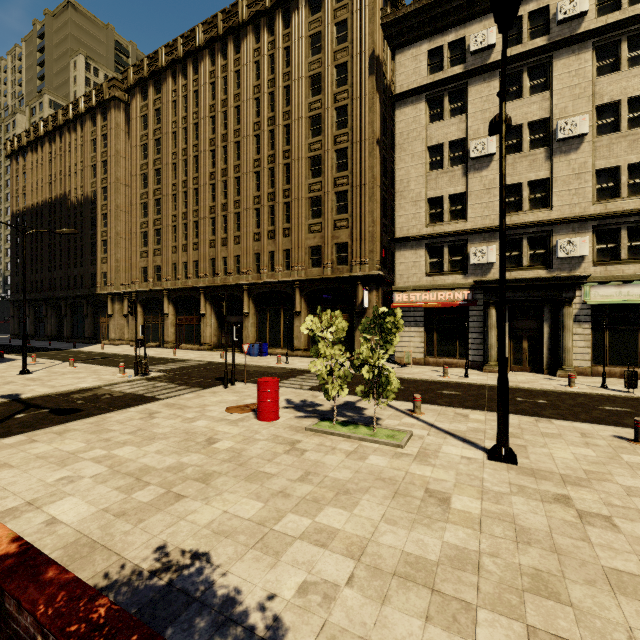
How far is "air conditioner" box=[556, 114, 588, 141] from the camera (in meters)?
15.71

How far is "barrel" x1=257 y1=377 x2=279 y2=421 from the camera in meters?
8.9 m

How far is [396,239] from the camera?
20.12m

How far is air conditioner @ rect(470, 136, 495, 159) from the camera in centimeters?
1756cm

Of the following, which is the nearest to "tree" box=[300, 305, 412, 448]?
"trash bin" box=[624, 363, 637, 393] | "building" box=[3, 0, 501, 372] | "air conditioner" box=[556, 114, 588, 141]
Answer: "trash bin" box=[624, 363, 637, 393]

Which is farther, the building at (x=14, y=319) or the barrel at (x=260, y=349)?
the building at (x=14, y=319)

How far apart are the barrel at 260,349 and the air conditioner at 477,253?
15.1 meters

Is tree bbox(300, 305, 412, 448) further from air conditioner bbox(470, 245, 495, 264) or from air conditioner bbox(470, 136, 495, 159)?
air conditioner bbox(470, 136, 495, 159)
